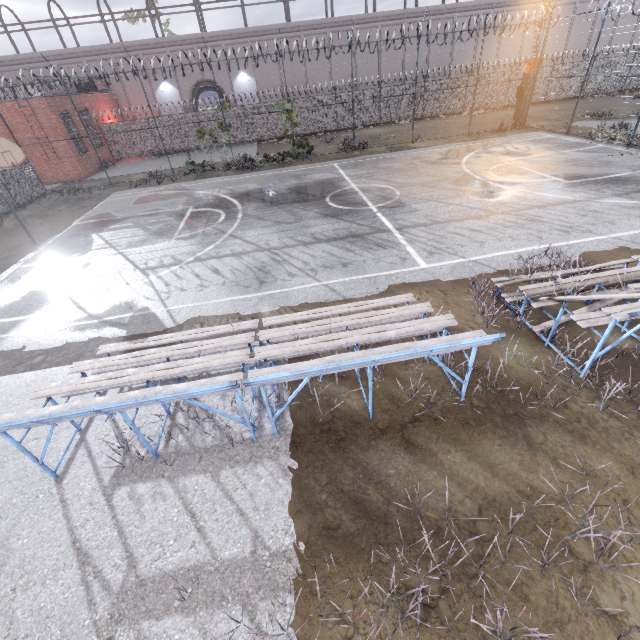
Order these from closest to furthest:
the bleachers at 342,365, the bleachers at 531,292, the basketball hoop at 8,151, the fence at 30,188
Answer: the bleachers at 342,365 < the bleachers at 531,292 < the basketball hoop at 8,151 < the fence at 30,188

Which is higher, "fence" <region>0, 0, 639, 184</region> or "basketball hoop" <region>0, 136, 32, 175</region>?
"basketball hoop" <region>0, 136, 32, 175</region>

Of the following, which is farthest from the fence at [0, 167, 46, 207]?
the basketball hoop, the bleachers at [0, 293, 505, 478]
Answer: the bleachers at [0, 293, 505, 478]

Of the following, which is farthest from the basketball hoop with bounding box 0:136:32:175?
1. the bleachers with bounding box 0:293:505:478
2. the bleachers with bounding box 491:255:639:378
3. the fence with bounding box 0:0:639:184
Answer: the bleachers with bounding box 491:255:639:378

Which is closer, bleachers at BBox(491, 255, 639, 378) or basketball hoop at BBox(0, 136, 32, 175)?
bleachers at BBox(491, 255, 639, 378)

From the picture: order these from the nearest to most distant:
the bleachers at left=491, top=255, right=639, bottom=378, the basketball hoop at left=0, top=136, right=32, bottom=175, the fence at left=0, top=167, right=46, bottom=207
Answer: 1. the bleachers at left=491, top=255, right=639, bottom=378
2. the basketball hoop at left=0, top=136, right=32, bottom=175
3. the fence at left=0, top=167, right=46, bottom=207

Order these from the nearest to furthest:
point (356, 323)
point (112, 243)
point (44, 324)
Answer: point (356, 323)
point (44, 324)
point (112, 243)

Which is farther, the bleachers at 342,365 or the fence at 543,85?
the fence at 543,85
